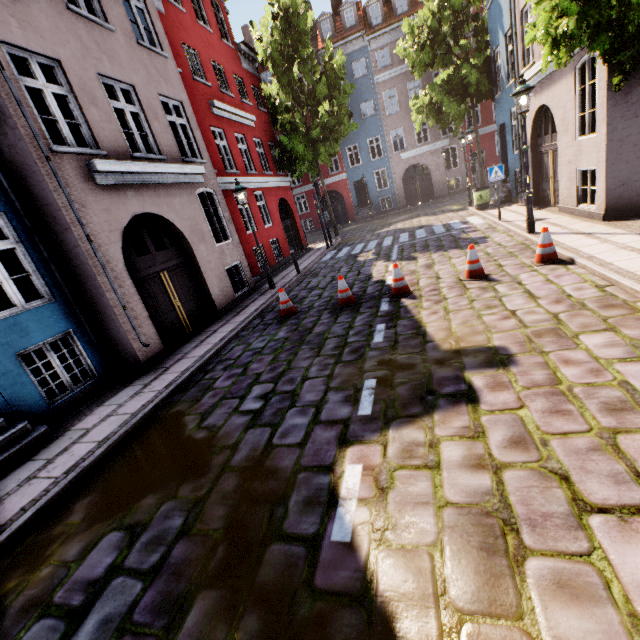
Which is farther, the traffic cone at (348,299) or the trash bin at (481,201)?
the trash bin at (481,201)

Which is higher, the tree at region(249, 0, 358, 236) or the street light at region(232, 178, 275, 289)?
the tree at region(249, 0, 358, 236)

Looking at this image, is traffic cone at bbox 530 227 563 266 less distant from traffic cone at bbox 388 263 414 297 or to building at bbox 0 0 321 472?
traffic cone at bbox 388 263 414 297

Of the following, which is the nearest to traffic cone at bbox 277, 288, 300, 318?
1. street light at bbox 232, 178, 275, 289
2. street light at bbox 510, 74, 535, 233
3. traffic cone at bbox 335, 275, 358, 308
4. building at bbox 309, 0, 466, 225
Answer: traffic cone at bbox 335, 275, 358, 308

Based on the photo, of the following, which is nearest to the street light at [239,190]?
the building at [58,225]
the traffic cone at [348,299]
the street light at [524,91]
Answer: the building at [58,225]

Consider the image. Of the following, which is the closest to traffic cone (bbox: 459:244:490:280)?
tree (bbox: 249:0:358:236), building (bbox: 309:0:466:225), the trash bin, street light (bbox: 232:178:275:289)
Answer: building (bbox: 309:0:466:225)

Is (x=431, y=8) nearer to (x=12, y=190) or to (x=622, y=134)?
(x=622, y=134)

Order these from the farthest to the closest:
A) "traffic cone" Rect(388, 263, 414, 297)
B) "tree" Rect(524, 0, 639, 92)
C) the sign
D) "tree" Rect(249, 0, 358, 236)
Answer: "tree" Rect(249, 0, 358, 236) < the sign < "traffic cone" Rect(388, 263, 414, 297) < "tree" Rect(524, 0, 639, 92)
